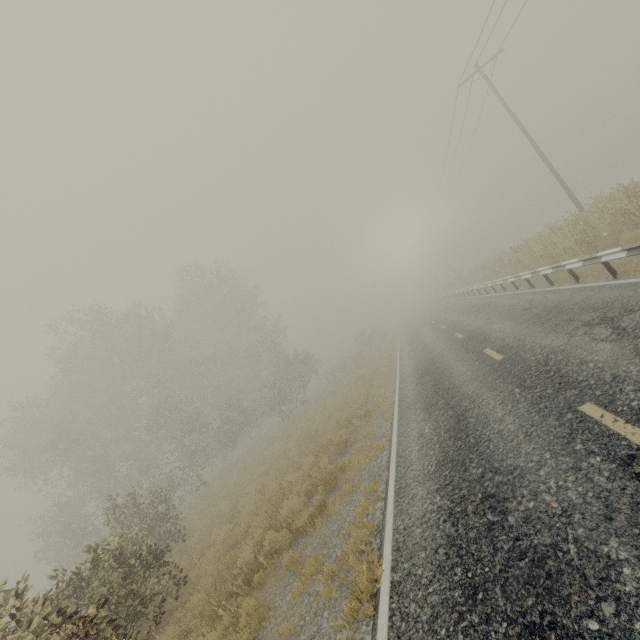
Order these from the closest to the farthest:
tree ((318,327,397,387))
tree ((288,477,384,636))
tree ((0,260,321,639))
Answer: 1. tree ((288,477,384,636))
2. tree ((0,260,321,639))
3. tree ((318,327,397,387))

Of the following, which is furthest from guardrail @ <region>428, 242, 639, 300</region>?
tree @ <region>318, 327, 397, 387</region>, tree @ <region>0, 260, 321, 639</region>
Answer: tree @ <region>318, 327, 397, 387</region>

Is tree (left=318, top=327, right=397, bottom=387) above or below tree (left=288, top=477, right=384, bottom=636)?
above

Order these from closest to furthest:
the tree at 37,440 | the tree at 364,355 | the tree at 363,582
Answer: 1. the tree at 363,582
2. the tree at 37,440
3. the tree at 364,355

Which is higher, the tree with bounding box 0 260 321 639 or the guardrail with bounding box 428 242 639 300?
the tree with bounding box 0 260 321 639

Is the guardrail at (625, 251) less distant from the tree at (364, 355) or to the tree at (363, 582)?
the tree at (363, 582)

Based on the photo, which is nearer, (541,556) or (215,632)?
(541,556)

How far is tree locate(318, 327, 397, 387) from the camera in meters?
29.6
